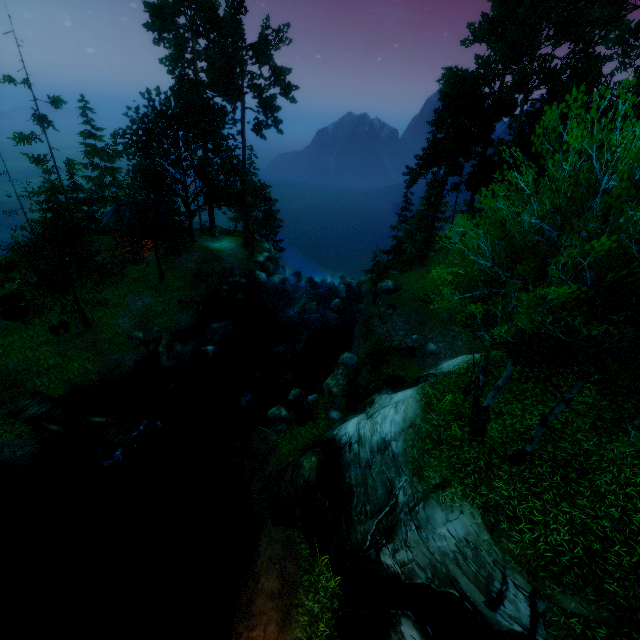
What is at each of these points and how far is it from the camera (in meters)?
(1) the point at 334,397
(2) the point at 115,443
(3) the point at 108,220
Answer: (1) rock, 18.00
(2) wooden platform, 15.70
(3) building, 31.50

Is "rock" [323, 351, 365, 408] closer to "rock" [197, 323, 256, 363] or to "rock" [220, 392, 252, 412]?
"rock" [220, 392, 252, 412]

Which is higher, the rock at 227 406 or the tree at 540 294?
the tree at 540 294

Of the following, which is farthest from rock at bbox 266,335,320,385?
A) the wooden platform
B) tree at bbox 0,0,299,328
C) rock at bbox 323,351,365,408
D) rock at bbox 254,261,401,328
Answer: tree at bbox 0,0,299,328

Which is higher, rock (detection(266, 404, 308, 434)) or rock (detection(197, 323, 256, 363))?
rock (detection(266, 404, 308, 434))

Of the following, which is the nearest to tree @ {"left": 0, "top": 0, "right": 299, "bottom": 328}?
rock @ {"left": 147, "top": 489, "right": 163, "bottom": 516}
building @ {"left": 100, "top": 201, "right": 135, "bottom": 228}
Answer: building @ {"left": 100, "top": 201, "right": 135, "bottom": 228}

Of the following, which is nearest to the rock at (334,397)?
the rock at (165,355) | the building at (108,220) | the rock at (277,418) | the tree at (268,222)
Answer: the rock at (277,418)

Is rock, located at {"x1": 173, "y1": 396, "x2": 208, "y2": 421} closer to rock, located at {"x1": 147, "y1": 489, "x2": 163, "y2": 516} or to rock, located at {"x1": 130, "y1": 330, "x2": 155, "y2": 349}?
rock, located at {"x1": 147, "y1": 489, "x2": 163, "y2": 516}
